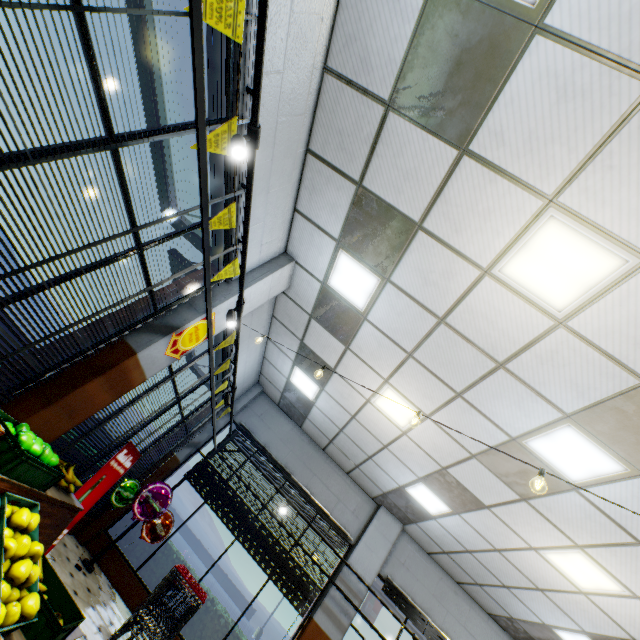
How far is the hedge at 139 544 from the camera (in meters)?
6.85

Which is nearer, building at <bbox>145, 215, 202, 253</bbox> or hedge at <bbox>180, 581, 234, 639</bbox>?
building at <bbox>145, 215, 202, 253</bbox>

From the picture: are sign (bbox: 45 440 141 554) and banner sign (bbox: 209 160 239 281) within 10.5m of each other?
yes

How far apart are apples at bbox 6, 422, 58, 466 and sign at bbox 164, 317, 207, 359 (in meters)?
1.82

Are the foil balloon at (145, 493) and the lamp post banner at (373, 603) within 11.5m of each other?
no

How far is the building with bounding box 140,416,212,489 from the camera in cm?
745

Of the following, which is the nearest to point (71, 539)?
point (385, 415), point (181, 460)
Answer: point (181, 460)

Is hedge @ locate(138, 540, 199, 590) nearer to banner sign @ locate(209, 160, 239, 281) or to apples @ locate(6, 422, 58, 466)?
apples @ locate(6, 422, 58, 466)
